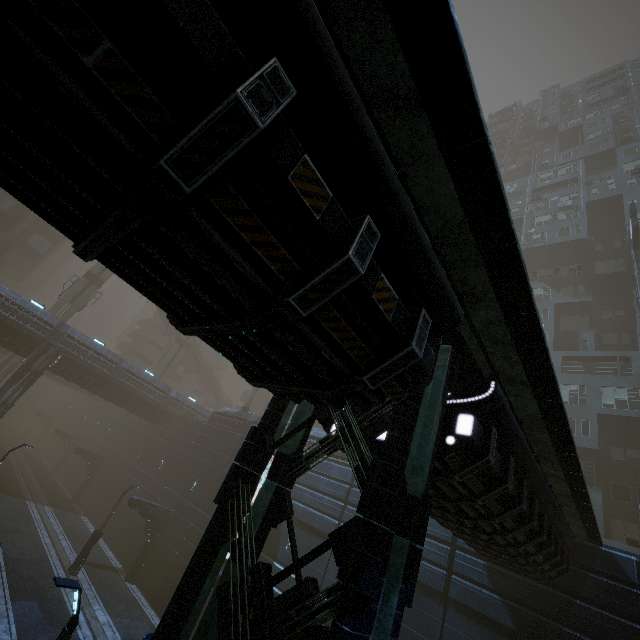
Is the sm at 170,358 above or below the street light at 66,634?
above

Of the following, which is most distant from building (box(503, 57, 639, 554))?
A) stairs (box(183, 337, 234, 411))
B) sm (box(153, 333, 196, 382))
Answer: sm (box(153, 333, 196, 382))

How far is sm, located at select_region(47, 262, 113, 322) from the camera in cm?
3734

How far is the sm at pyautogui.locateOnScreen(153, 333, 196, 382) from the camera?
45.2 meters

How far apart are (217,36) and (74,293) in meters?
46.4 m

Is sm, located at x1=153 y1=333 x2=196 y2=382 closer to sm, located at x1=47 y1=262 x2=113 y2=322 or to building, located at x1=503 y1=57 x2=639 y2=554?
building, located at x1=503 y1=57 x2=639 y2=554

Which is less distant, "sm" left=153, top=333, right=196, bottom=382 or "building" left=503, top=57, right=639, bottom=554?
"building" left=503, top=57, right=639, bottom=554

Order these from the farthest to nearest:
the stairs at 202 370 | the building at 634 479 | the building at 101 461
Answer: the stairs at 202 370
the building at 634 479
the building at 101 461
